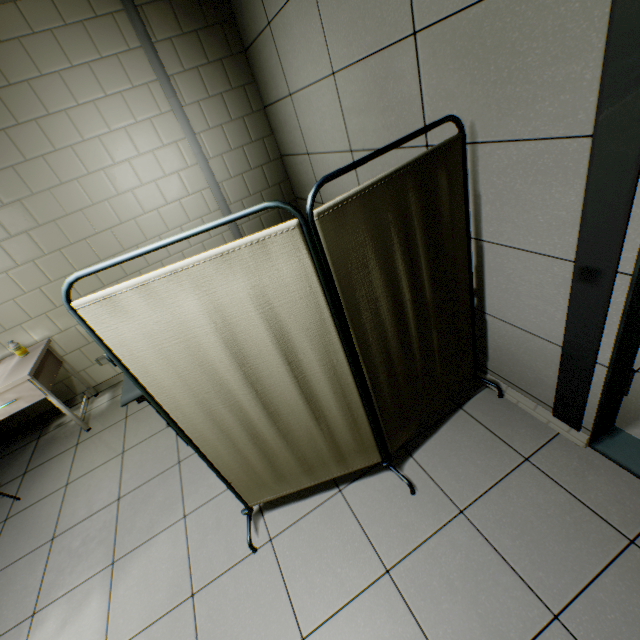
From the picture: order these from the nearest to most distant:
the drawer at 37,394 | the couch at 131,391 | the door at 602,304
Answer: the door at 602,304, the couch at 131,391, the drawer at 37,394

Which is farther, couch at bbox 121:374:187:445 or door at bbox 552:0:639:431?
couch at bbox 121:374:187:445

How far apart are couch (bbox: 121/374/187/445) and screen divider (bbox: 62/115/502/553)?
0.94m

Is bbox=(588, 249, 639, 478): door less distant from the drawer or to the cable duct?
the cable duct

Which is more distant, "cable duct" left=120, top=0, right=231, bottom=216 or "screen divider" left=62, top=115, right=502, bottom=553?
"cable duct" left=120, top=0, right=231, bottom=216

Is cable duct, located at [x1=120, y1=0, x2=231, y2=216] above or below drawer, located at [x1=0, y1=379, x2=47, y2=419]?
above

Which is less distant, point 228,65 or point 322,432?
point 322,432

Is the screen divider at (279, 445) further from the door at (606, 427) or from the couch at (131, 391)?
the couch at (131, 391)
